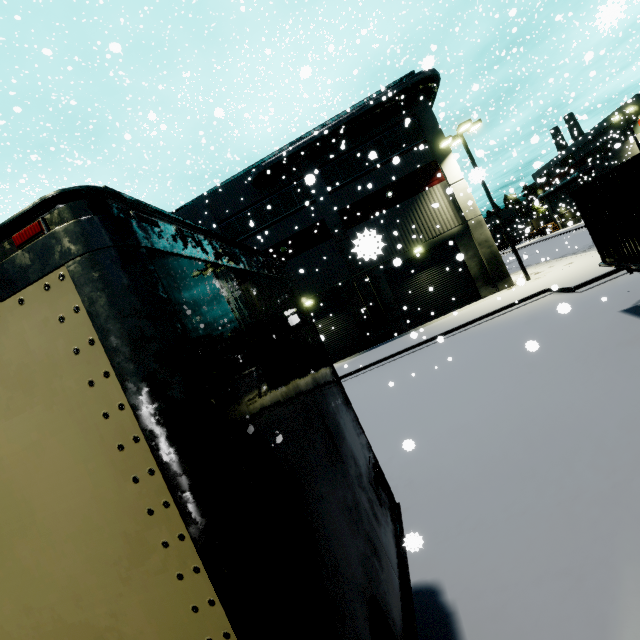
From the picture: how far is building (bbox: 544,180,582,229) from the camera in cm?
4744

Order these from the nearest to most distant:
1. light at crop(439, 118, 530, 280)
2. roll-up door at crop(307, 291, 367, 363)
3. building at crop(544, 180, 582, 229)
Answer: light at crop(439, 118, 530, 280) < roll-up door at crop(307, 291, 367, 363) < building at crop(544, 180, 582, 229)

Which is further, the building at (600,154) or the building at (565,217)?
the building at (565,217)

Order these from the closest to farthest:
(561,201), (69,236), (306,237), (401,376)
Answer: (69,236) < (401,376) < (306,237) < (561,201)

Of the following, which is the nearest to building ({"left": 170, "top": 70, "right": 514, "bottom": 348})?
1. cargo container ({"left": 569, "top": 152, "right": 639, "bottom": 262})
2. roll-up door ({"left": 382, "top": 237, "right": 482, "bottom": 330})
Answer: roll-up door ({"left": 382, "top": 237, "right": 482, "bottom": 330})

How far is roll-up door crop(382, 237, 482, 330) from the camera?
21.0 meters

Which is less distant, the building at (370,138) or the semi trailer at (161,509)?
the semi trailer at (161,509)
